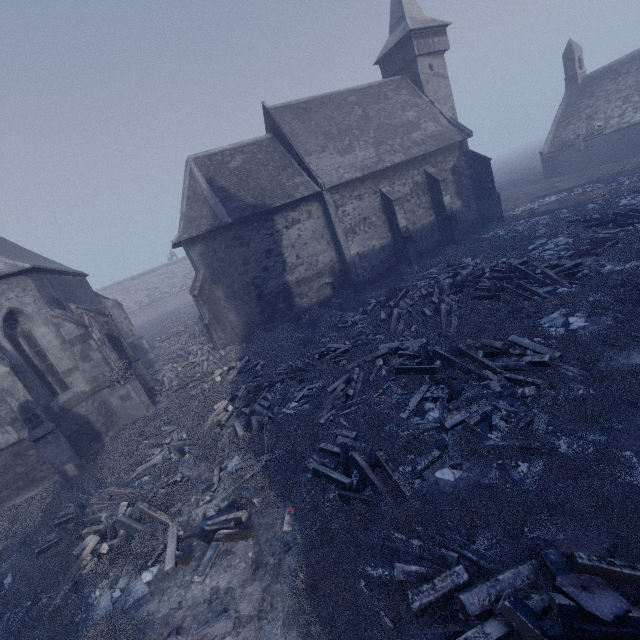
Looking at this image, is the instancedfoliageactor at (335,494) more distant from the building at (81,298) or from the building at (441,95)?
the building at (441,95)

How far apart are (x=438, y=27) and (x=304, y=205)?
18.82m

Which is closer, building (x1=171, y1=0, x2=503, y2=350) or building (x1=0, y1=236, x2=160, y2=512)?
building (x1=0, y1=236, x2=160, y2=512)

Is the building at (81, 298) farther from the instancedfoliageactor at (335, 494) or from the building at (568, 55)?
the building at (568, 55)

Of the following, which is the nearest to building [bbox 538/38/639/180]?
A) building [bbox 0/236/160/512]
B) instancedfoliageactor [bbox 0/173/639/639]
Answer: instancedfoliageactor [bbox 0/173/639/639]

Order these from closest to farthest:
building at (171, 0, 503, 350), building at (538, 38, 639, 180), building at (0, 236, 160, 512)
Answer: building at (0, 236, 160, 512)
building at (171, 0, 503, 350)
building at (538, 38, 639, 180)
